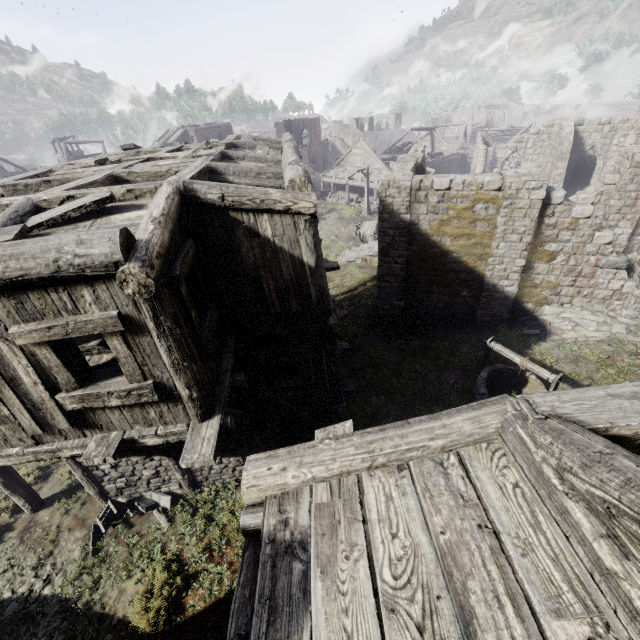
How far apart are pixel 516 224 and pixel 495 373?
5.88m

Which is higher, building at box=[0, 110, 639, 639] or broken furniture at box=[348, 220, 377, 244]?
building at box=[0, 110, 639, 639]

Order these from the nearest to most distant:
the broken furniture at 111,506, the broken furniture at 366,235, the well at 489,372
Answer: the broken furniture at 111,506, the well at 489,372, the broken furniture at 366,235

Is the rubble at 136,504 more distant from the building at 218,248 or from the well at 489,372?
the well at 489,372

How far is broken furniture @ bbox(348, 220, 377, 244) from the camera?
28.0 meters

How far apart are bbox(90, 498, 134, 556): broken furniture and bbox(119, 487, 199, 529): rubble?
0.0 meters

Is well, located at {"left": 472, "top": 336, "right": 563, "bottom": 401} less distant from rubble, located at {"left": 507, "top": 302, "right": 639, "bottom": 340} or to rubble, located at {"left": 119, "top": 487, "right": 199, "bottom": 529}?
rubble, located at {"left": 507, "top": 302, "right": 639, "bottom": 340}

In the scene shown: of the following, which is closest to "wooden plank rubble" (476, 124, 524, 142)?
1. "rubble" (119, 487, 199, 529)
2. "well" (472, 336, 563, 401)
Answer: "well" (472, 336, 563, 401)
